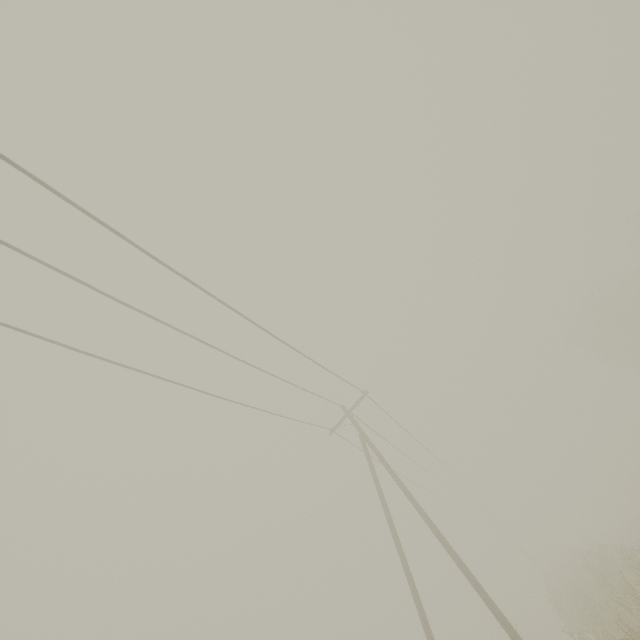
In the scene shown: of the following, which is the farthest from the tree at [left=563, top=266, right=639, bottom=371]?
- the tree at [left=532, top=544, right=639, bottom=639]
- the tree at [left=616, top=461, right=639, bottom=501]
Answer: the tree at [left=532, top=544, right=639, bottom=639]

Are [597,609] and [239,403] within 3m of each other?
no

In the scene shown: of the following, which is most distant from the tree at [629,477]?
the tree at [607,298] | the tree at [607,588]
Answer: the tree at [607,588]

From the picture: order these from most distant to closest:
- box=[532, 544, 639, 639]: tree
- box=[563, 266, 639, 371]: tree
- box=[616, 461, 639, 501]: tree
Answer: box=[616, 461, 639, 501]: tree < box=[563, 266, 639, 371]: tree < box=[532, 544, 639, 639]: tree

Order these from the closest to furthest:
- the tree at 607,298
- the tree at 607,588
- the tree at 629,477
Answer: the tree at 607,588 → the tree at 607,298 → the tree at 629,477

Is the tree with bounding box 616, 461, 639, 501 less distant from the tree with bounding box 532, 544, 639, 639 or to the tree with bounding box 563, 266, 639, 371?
the tree with bounding box 563, 266, 639, 371
